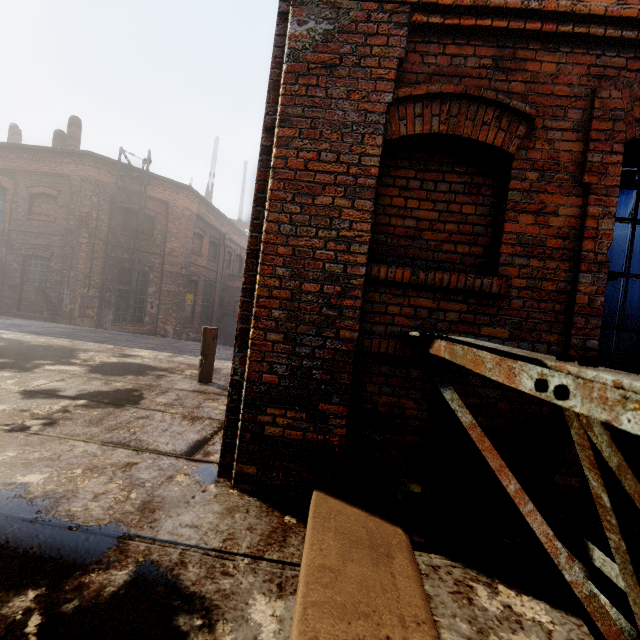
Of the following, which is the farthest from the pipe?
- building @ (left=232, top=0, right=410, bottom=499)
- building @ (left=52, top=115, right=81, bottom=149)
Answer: building @ (left=52, top=115, right=81, bottom=149)

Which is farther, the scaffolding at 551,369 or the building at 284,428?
the building at 284,428

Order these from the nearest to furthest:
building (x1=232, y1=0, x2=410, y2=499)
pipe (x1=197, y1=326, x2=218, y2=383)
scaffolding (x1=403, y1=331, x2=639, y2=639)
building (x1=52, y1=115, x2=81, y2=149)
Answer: scaffolding (x1=403, y1=331, x2=639, y2=639), building (x1=232, y1=0, x2=410, y2=499), pipe (x1=197, y1=326, x2=218, y2=383), building (x1=52, y1=115, x2=81, y2=149)

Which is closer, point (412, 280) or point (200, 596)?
point (200, 596)

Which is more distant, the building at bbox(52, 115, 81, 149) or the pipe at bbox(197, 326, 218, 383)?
the building at bbox(52, 115, 81, 149)

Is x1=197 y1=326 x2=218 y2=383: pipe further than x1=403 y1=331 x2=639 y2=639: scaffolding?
Yes

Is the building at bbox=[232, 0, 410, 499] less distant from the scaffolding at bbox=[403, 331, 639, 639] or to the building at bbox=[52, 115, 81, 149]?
the scaffolding at bbox=[403, 331, 639, 639]

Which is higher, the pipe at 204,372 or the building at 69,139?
the building at 69,139
